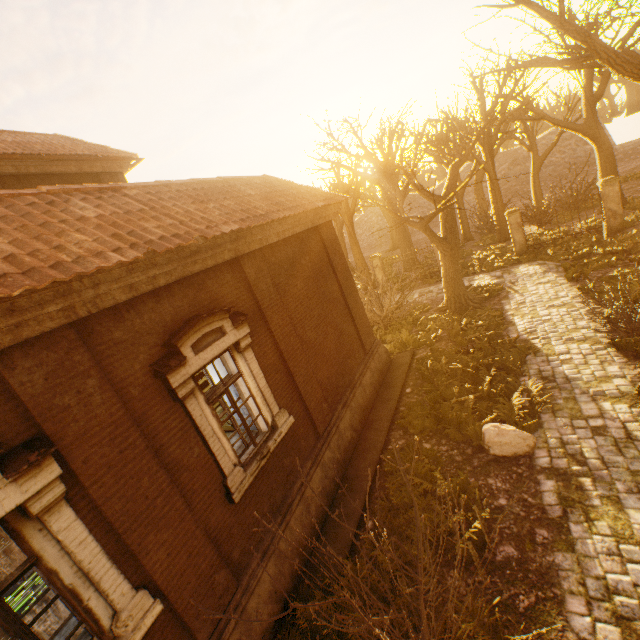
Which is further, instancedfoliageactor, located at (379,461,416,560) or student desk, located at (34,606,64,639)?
instancedfoliageactor, located at (379,461,416,560)

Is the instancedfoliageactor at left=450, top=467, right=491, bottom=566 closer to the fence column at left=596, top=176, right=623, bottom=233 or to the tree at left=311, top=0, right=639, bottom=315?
the tree at left=311, top=0, right=639, bottom=315

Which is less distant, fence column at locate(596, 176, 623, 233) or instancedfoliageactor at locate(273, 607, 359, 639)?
instancedfoliageactor at locate(273, 607, 359, 639)

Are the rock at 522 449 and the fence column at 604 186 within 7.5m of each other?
no

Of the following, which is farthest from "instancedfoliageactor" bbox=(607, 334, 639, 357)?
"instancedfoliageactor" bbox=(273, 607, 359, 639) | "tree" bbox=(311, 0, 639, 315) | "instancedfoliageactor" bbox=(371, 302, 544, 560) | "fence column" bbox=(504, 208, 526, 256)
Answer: "fence column" bbox=(504, 208, 526, 256)

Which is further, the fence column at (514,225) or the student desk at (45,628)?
the fence column at (514,225)

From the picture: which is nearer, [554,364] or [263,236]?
[263,236]

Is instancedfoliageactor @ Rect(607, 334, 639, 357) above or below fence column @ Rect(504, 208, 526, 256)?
below
